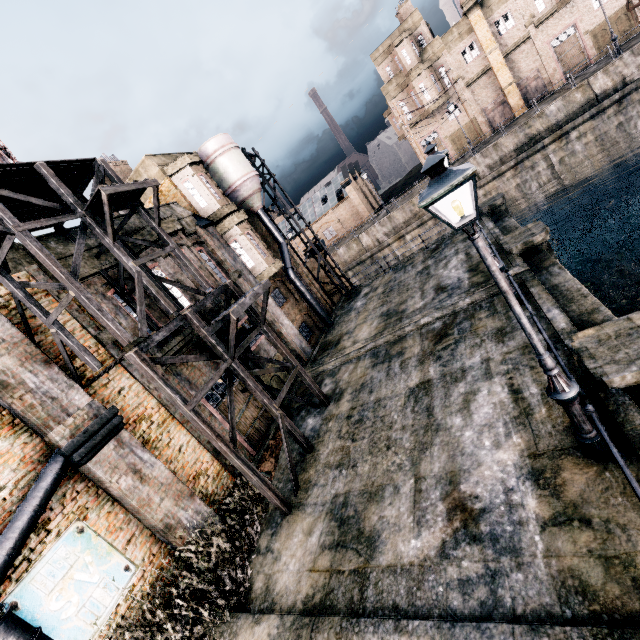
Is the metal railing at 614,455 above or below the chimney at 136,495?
below

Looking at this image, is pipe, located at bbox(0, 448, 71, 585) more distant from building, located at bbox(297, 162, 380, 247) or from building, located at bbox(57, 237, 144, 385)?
building, located at bbox(297, 162, 380, 247)

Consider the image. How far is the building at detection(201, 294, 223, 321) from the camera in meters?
13.7

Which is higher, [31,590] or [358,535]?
[31,590]

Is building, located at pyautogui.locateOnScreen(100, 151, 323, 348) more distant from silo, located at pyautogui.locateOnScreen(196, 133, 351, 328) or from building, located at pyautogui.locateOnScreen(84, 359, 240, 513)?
building, located at pyautogui.locateOnScreen(84, 359, 240, 513)

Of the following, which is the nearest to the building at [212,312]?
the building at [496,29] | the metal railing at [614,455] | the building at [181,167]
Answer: the building at [181,167]

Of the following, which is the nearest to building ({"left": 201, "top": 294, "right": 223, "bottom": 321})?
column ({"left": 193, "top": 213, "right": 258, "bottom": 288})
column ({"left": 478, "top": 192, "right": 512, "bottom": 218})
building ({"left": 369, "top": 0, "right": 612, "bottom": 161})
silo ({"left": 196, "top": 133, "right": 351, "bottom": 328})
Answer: column ({"left": 193, "top": 213, "right": 258, "bottom": 288})
